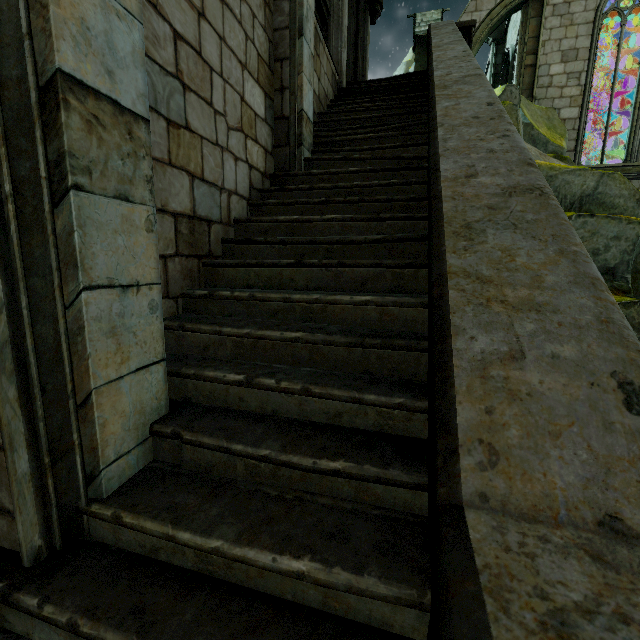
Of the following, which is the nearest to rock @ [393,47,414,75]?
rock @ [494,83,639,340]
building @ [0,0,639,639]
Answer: building @ [0,0,639,639]

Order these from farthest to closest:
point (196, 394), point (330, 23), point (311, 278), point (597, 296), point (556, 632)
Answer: point (330, 23)
point (311, 278)
point (196, 394)
point (597, 296)
point (556, 632)

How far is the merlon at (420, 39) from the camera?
13.7m

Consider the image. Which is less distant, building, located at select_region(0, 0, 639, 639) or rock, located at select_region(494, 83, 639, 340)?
building, located at select_region(0, 0, 639, 639)

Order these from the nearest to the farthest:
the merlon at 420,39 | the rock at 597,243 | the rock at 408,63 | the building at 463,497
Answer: the building at 463,497 < the rock at 597,243 < the merlon at 420,39 < the rock at 408,63

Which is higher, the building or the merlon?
the merlon

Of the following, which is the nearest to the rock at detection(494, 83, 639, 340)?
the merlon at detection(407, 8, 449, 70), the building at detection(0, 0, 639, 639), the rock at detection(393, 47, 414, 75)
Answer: the building at detection(0, 0, 639, 639)

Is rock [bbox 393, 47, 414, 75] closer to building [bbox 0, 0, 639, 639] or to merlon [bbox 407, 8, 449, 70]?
building [bbox 0, 0, 639, 639]
